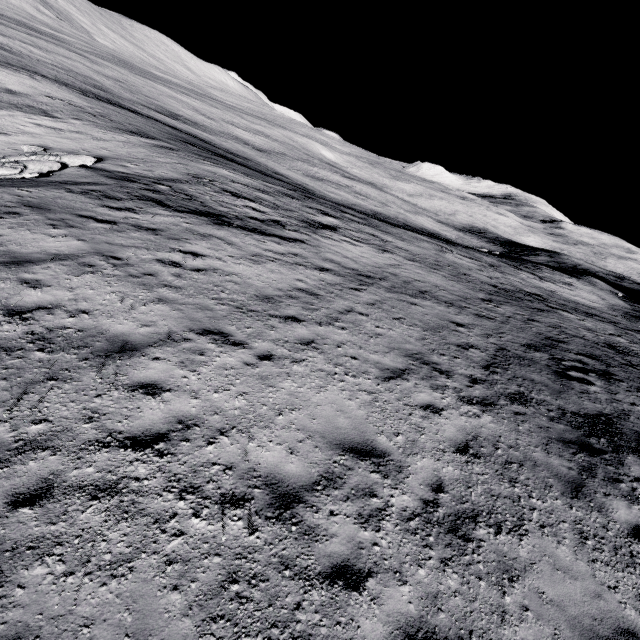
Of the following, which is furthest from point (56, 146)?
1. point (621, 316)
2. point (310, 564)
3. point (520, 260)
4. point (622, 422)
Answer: point (520, 260)
